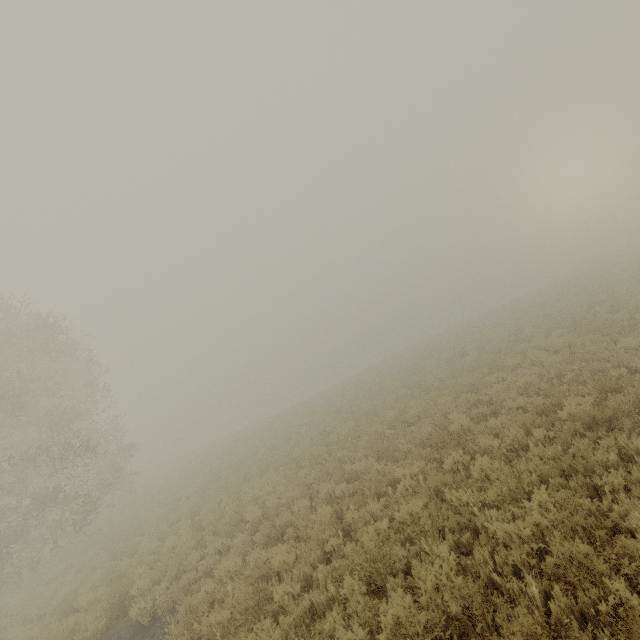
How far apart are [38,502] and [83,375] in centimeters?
1258cm
